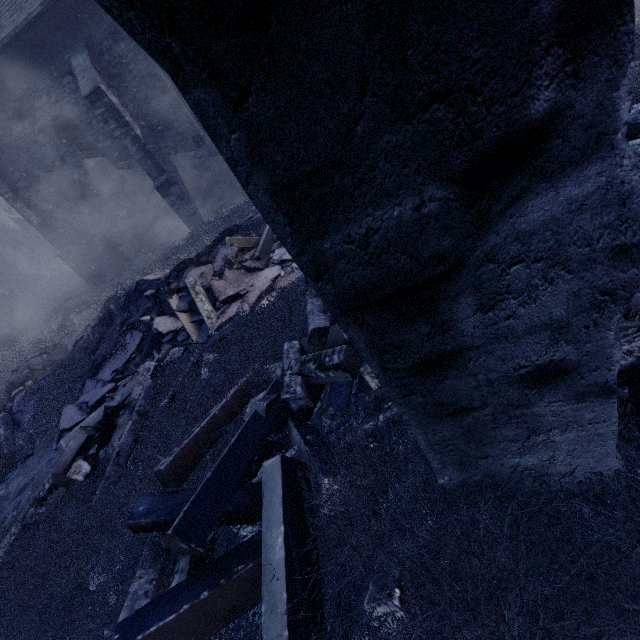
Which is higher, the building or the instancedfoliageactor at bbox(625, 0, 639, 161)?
the building

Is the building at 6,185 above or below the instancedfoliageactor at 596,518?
above

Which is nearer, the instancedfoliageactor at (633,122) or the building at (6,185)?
the instancedfoliageactor at (633,122)

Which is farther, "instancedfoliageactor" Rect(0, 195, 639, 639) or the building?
the building

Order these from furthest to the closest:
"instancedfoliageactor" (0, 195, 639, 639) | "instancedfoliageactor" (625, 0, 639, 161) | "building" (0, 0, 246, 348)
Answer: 1. "building" (0, 0, 246, 348)
2. "instancedfoliageactor" (625, 0, 639, 161)
3. "instancedfoliageactor" (0, 195, 639, 639)

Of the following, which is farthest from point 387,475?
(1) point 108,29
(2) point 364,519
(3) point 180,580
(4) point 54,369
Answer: (1) point 108,29

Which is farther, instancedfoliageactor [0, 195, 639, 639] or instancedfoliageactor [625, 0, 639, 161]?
instancedfoliageactor [625, 0, 639, 161]
